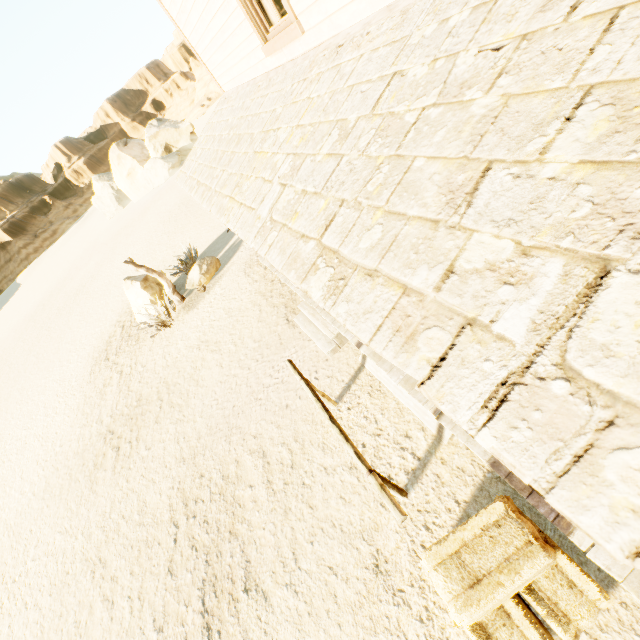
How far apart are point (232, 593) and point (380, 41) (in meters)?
6.69

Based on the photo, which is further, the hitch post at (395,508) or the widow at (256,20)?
the widow at (256,20)

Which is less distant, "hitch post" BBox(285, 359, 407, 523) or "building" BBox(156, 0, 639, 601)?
"building" BBox(156, 0, 639, 601)

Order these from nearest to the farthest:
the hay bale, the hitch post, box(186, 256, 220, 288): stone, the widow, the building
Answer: the building < the hay bale < the hitch post < the widow < box(186, 256, 220, 288): stone

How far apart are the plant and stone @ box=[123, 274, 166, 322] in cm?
107

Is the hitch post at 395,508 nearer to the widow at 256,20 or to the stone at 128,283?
the widow at 256,20

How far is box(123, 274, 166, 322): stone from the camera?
11.8 meters

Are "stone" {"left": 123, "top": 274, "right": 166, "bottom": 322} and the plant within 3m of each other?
yes
